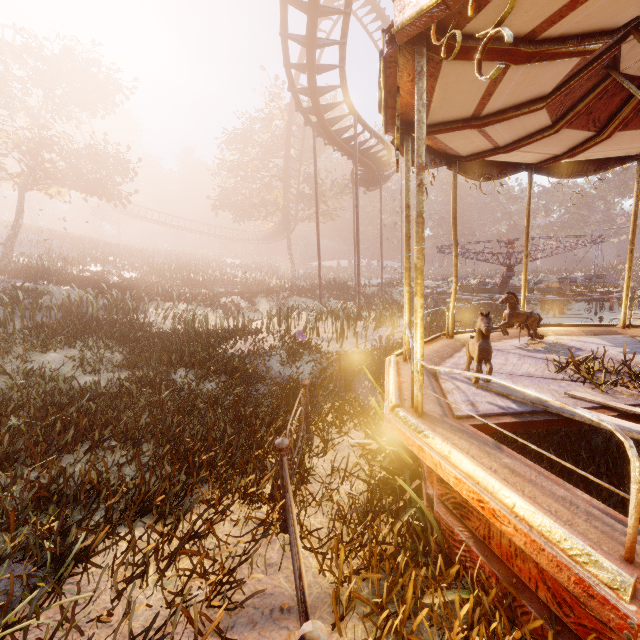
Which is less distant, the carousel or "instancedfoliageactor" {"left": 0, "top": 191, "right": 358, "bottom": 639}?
the carousel

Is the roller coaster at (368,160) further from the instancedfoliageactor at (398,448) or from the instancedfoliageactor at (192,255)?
the instancedfoliageactor at (398,448)

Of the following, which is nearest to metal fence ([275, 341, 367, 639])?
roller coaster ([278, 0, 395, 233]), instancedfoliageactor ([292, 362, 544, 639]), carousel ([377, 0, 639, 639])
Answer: instancedfoliageactor ([292, 362, 544, 639])

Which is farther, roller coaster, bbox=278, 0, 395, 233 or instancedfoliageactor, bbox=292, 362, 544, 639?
roller coaster, bbox=278, 0, 395, 233

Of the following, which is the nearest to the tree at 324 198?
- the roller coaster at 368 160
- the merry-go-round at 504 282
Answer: the roller coaster at 368 160

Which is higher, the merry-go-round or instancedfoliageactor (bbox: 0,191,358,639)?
the merry-go-round

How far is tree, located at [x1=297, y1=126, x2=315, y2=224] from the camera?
31.25m

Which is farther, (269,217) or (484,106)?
(269,217)
